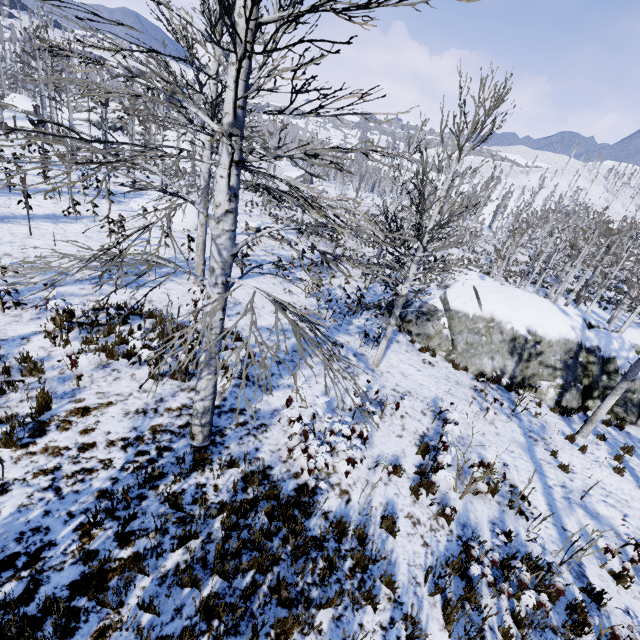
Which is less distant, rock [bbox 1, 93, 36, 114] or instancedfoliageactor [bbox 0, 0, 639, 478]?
instancedfoliageactor [bbox 0, 0, 639, 478]

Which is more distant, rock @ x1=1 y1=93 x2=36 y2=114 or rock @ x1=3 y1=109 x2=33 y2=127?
rock @ x1=1 y1=93 x2=36 y2=114

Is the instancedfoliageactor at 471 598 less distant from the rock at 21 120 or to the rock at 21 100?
the rock at 21 120

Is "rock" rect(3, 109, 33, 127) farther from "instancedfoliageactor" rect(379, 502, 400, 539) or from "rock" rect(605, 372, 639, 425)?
"rock" rect(605, 372, 639, 425)

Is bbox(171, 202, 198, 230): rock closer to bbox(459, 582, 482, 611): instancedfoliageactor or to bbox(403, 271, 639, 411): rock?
bbox(459, 582, 482, 611): instancedfoliageactor

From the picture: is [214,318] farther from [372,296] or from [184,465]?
[372,296]

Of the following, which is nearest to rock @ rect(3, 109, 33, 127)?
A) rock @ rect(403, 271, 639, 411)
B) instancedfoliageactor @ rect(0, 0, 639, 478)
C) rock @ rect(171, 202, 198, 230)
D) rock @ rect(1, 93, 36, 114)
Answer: instancedfoliageactor @ rect(0, 0, 639, 478)

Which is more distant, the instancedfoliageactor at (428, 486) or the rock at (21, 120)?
the rock at (21, 120)
